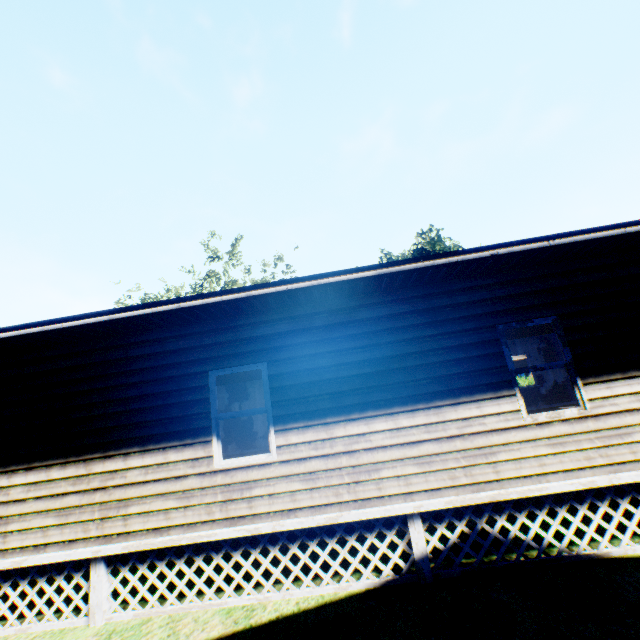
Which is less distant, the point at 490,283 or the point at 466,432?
the point at 466,432
